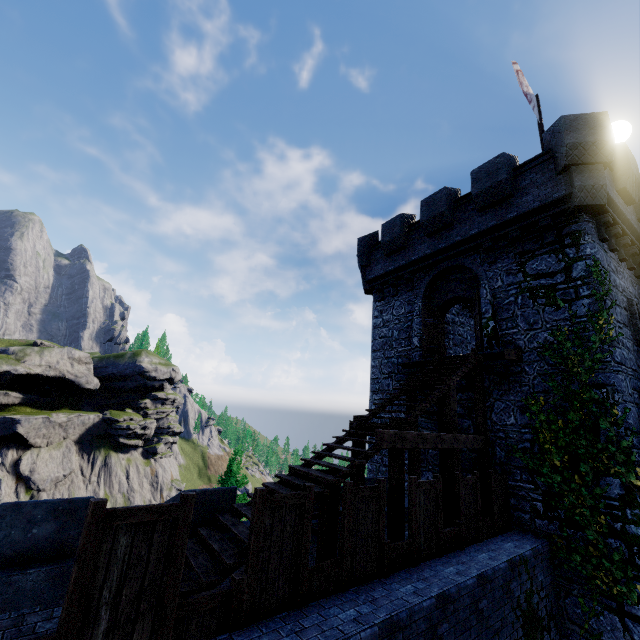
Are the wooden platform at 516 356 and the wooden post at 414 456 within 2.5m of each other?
no

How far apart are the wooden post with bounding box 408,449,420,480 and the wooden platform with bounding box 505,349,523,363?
3.83m

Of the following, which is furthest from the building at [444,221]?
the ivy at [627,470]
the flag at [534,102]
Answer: the flag at [534,102]

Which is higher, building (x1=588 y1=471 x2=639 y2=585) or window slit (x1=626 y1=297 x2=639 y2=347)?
window slit (x1=626 y1=297 x2=639 y2=347)

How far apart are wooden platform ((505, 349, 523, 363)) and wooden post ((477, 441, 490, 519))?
2.79m

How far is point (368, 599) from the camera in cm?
530

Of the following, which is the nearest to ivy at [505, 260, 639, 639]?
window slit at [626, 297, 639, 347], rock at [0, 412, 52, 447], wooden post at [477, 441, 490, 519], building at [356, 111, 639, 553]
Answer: building at [356, 111, 639, 553]

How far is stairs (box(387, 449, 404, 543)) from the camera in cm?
747
